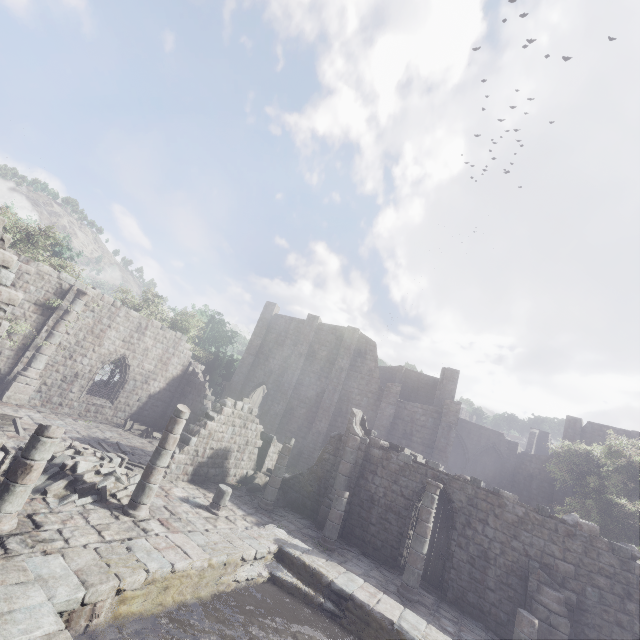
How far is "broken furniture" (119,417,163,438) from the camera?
19.61m

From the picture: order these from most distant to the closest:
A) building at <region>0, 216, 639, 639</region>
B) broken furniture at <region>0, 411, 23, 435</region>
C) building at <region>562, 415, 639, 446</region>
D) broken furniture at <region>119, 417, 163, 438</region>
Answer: building at <region>562, 415, 639, 446</region> < broken furniture at <region>119, 417, 163, 438</region> < broken furniture at <region>0, 411, 23, 435</region> < building at <region>0, 216, 639, 639</region>

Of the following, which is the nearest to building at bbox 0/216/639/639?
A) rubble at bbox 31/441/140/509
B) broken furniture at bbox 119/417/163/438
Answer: rubble at bbox 31/441/140/509

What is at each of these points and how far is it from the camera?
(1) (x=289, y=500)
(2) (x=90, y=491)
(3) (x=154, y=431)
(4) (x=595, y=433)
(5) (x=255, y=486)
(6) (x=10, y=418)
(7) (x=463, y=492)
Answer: (1) rubble, 17.1m
(2) rubble, 9.8m
(3) broken furniture, 22.3m
(4) building, 30.4m
(5) rubble, 16.8m
(6) broken furniture, 12.9m
(7) building, 14.1m

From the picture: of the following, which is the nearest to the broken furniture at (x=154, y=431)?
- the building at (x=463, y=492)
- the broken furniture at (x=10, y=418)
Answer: the building at (x=463, y=492)

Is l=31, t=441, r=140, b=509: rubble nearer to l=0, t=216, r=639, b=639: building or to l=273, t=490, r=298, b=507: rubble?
l=0, t=216, r=639, b=639: building

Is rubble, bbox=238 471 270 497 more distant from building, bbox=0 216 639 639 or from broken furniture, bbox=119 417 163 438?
broken furniture, bbox=119 417 163 438

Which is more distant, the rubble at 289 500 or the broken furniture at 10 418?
the rubble at 289 500
